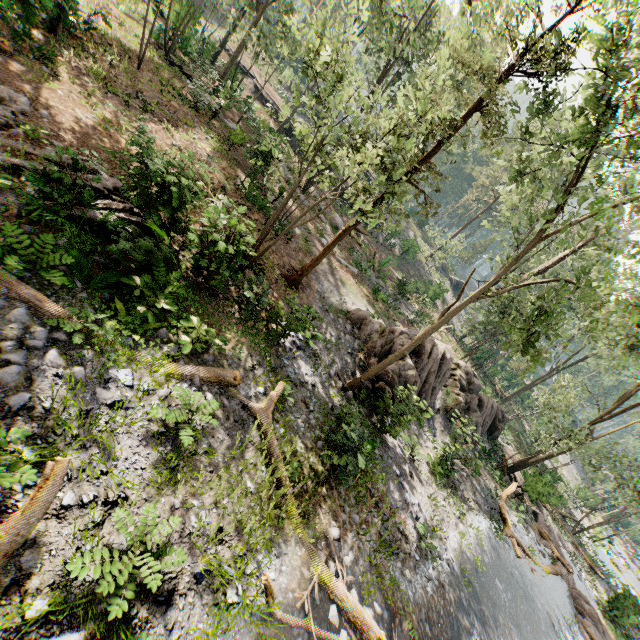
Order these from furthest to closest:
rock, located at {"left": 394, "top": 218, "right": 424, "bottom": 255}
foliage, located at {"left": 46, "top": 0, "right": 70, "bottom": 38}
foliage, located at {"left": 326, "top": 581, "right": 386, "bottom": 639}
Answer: rock, located at {"left": 394, "top": 218, "right": 424, "bottom": 255} < foliage, located at {"left": 46, "top": 0, "right": 70, "bottom": 38} < foliage, located at {"left": 326, "top": 581, "right": 386, "bottom": 639}

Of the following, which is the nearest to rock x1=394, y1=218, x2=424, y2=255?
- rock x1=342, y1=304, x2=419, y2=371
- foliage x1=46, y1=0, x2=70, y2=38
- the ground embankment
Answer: foliage x1=46, y1=0, x2=70, y2=38

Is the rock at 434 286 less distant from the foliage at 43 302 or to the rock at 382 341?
the foliage at 43 302

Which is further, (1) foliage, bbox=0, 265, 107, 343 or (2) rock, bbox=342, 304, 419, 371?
(2) rock, bbox=342, 304, 419, 371

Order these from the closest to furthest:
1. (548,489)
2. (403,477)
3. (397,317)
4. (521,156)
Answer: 1. (403,477)
2. (548,489)
3. (397,317)
4. (521,156)

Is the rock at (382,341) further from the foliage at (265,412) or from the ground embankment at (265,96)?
the ground embankment at (265,96)

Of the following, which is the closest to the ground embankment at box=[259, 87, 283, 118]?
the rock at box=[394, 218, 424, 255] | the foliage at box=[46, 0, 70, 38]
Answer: the foliage at box=[46, 0, 70, 38]

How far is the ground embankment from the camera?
36.2 meters
